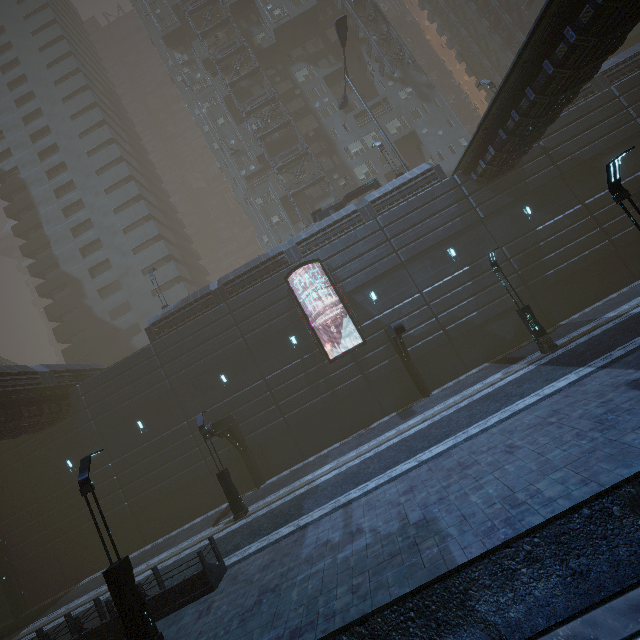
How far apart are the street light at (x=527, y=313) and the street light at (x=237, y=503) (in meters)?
16.77

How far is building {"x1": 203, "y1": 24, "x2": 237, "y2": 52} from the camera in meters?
39.6

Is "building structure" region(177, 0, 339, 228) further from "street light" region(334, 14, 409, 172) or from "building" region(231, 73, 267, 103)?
"street light" region(334, 14, 409, 172)

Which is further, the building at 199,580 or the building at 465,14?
the building at 465,14

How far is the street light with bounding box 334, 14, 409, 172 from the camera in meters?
23.3 m

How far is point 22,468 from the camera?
22.5m

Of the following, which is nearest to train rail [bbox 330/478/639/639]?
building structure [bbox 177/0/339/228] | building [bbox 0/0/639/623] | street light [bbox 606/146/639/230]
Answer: building [bbox 0/0/639/623]

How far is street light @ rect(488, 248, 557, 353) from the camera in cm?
1559
